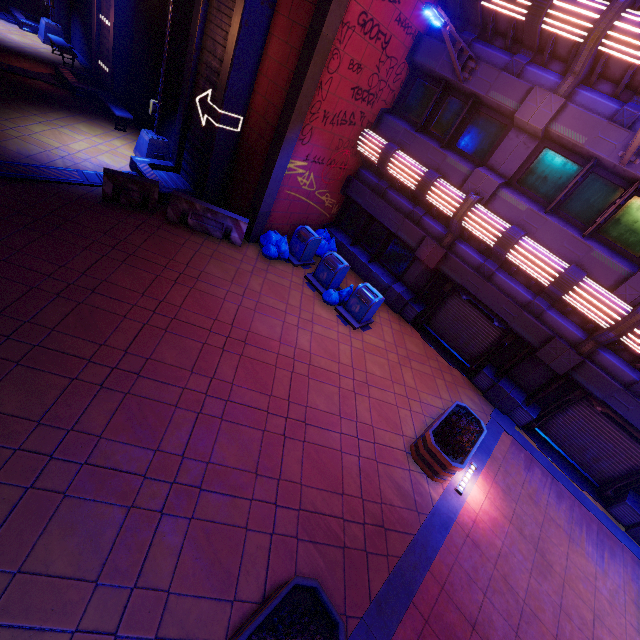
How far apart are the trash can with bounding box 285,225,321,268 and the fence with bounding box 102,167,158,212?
4.3 meters

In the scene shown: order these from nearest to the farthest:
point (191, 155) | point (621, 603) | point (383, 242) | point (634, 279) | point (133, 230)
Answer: point (621, 603) → point (634, 279) → point (133, 230) → point (191, 155) → point (383, 242)

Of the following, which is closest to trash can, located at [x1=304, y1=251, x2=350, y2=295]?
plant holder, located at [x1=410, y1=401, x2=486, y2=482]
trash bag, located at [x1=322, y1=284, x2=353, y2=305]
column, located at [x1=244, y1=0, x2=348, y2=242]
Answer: trash bag, located at [x1=322, y1=284, x2=353, y2=305]

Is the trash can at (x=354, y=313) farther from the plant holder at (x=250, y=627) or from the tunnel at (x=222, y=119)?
the plant holder at (x=250, y=627)

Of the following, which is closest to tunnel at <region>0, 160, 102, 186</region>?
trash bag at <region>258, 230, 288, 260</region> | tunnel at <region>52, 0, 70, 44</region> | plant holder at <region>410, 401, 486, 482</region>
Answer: trash bag at <region>258, 230, 288, 260</region>

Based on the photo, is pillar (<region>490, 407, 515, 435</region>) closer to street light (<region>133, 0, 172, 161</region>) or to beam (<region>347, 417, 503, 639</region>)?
beam (<region>347, 417, 503, 639</region>)

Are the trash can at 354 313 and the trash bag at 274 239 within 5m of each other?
yes

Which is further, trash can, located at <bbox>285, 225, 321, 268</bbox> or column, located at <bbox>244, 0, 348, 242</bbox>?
trash can, located at <bbox>285, 225, 321, 268</bbox>
